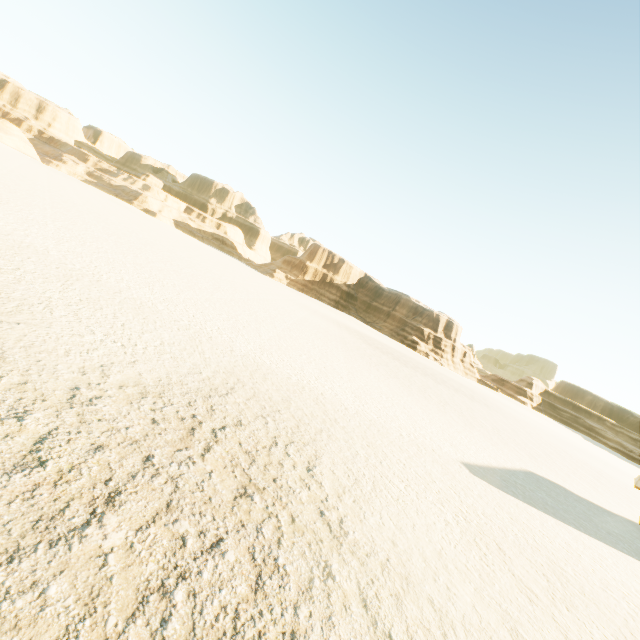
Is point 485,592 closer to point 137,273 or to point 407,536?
point 407,536
